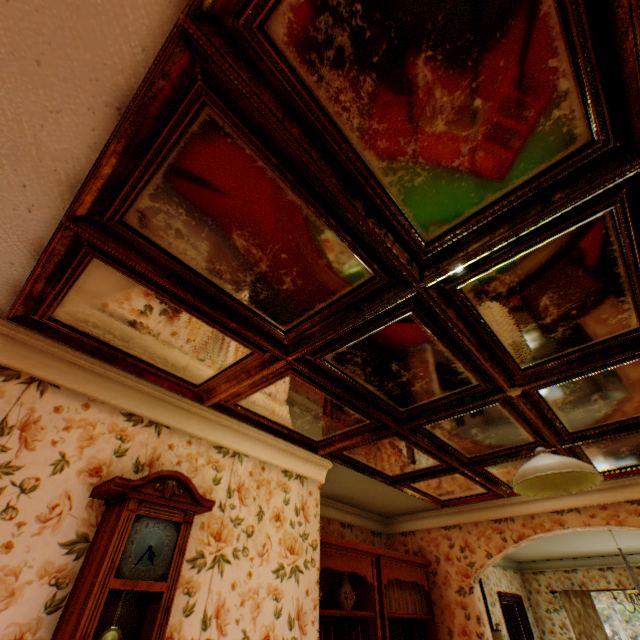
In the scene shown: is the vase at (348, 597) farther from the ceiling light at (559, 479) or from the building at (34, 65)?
the ceiling light at (559, 479)

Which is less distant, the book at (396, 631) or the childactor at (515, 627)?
the book at (396, 631)

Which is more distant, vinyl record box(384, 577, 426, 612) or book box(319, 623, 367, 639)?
vinyl record box(384, 577, 426, 612)

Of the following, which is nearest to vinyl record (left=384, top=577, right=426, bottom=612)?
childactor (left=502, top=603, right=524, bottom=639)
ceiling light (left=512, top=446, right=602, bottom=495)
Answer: ceiling light (left=512, top=446, right=602, bottom=495)

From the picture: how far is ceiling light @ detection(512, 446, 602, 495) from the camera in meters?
1.9

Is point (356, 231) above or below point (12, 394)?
above

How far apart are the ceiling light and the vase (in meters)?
2.77

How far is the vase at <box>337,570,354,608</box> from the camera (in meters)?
3.70
